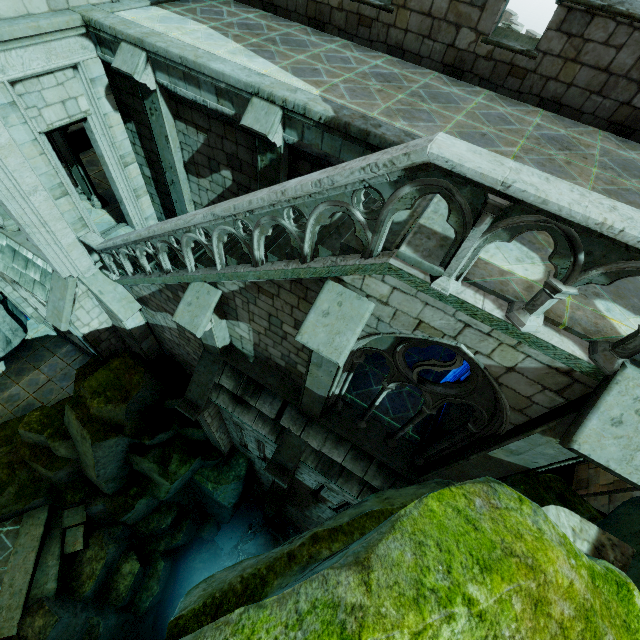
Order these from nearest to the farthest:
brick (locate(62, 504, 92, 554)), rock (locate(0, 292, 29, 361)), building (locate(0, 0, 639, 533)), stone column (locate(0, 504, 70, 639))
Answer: building (locate(0, 0, 639, 533))
stone column (locate(0, 504, 70, 639))
brick (locate(62, 504, 92, 554))
rock (locate(0, 292, 29, 361))

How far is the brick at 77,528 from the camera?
12.0 meters

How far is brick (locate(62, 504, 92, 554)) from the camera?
12.0 meters

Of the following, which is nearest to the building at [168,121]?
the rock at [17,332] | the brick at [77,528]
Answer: the rock at [17,332]

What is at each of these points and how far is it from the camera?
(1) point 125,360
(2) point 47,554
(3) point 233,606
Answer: (1) rock, 11.1 meters
(2) stone column, 11.6 meters
(3) rock, 3.2 meters

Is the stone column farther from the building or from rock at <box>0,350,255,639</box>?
the building
